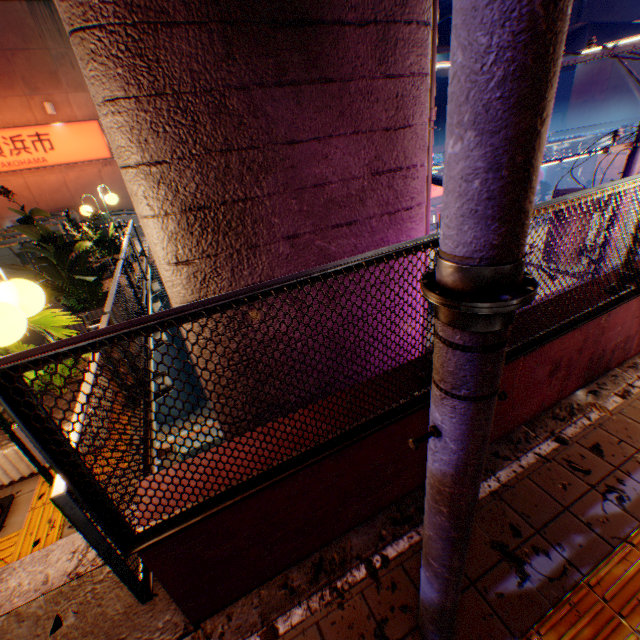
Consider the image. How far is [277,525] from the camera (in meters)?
2.13

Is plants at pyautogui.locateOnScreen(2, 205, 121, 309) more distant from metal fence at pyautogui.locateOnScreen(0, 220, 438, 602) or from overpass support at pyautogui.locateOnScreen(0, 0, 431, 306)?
overpass support at pyautogui.locateOnScreen(0, 0, 431, 306)

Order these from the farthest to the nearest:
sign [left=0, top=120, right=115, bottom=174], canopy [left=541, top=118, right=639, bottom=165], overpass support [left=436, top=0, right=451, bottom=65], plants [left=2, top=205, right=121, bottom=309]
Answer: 1. overpass support [left=436, top=0, right=451, bottom=65]
2. canopy [left=541, top=118, right=639, bottom=165]
3. sign [left=0, top=120, right=115, bottom=174]
4. plants [left=2, top=205, right=121, bottom=309]

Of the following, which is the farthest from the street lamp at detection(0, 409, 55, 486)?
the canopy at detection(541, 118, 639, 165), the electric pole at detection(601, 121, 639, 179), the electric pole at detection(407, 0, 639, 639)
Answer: the canopy at detection(541, 118, 639, 165)

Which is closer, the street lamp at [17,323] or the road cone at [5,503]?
the street lamp at [17,323]

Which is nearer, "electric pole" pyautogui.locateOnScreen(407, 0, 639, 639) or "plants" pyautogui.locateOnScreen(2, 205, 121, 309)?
"electric pole" pyautogui.locateOnScreen(407, 0, 639, 639)

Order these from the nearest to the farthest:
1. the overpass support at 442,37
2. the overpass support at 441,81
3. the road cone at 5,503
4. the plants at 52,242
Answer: the road cone at 5,503, the plants at 52,242, the overpass support at 442,37, the overpass support at 441,81

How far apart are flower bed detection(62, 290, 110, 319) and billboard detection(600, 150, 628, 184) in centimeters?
4297cm
